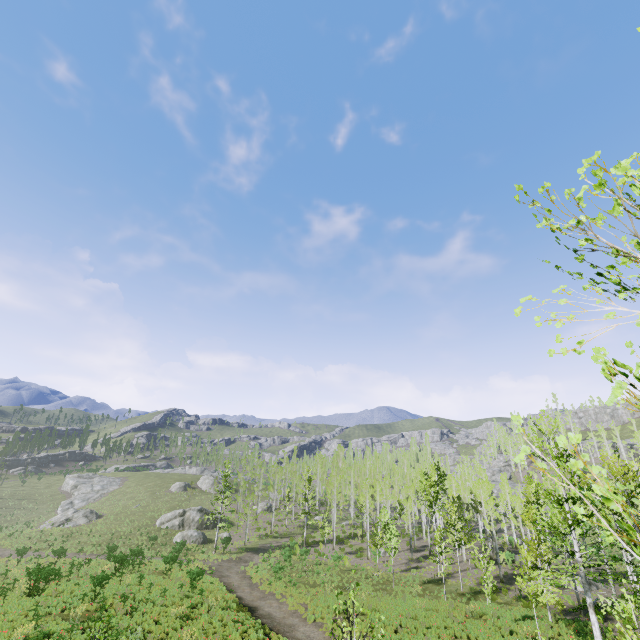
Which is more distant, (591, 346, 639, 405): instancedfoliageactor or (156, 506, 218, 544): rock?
(156, 506, 218, 544): rock

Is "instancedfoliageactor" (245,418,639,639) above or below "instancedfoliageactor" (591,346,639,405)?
below

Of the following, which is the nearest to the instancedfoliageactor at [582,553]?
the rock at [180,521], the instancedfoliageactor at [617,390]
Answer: the instancedfoliageactor at [617,390]

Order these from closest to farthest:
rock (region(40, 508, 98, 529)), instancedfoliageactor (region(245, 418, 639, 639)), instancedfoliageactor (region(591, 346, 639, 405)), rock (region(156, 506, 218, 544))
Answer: instancedfoliageactor (region(591, 346, 639, 405)) < instancedfoliageactor (region(245, 418, 639, 639)) < rock (region(156, 506, 218, 544)) < rock (region(40, 508, 98, 529))

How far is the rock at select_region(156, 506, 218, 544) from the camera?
43.6m

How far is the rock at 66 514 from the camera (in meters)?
48.97

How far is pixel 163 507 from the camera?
56.8m

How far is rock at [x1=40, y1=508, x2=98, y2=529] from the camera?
49.0 meters
